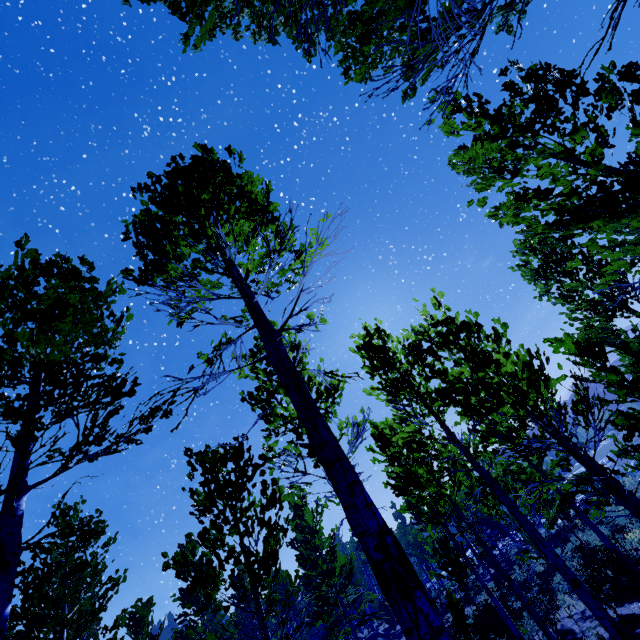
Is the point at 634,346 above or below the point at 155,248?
below
